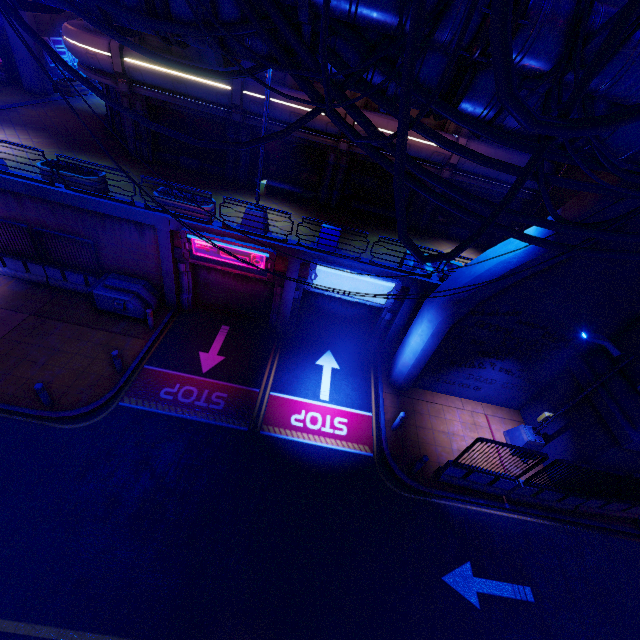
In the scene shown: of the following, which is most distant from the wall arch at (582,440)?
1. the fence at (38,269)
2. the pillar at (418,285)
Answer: the fence at (38,269)

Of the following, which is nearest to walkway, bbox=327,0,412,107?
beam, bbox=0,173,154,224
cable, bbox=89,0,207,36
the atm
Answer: cable, bbox=89,0,207,36

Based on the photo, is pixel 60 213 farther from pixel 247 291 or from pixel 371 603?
pixel 371 603

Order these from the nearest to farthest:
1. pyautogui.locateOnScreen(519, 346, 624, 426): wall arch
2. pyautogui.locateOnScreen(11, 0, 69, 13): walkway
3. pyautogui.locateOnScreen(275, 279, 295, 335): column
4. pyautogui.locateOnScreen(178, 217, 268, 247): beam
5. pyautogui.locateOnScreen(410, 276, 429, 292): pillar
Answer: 1. pyautogui.locateOnScreen(11, 0, 69, 13): walkway
2. pyautogui.locateOnScreen(519, 346, 624, 426): wall arch
3. pyautogui.locateOnScreen(178, 217, 268, 247): beam
4. pyautogui.locateOnScreen(410, 276, 429, 292): pillar
5. pyautogui.locateOnScreen(275, 279, 295, 335): column

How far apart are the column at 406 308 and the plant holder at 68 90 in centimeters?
2614cm

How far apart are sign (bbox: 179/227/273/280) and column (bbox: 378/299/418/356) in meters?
5.6

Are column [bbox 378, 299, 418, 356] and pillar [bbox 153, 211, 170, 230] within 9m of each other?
no

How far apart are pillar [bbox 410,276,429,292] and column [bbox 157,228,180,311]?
9.9 meters
